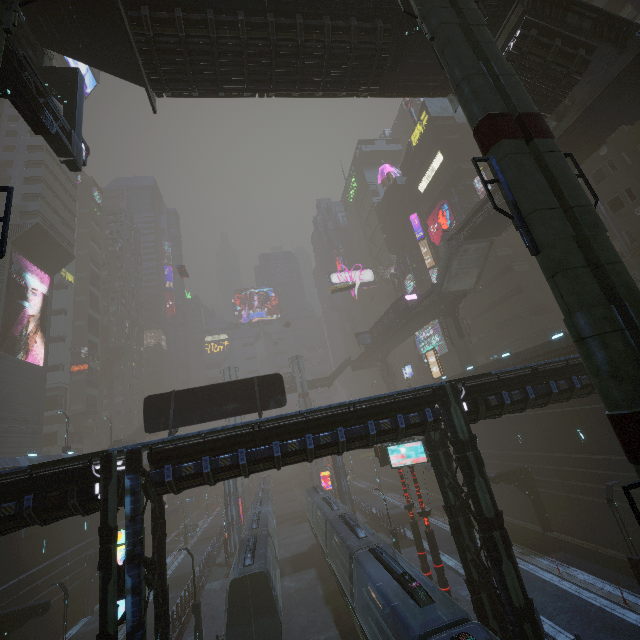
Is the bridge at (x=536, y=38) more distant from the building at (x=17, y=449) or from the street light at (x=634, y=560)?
the street light at (x=634, y=560)

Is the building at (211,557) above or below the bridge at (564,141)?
below

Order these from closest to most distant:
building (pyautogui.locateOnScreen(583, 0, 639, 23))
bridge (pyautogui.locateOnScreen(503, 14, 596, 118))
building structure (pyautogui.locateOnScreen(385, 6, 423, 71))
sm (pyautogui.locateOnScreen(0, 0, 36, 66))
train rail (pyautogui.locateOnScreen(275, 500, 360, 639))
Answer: sm (pyautogui.locateOnScreen(0, 0, 36, 66)) → building structure (pyautogui.locateOnScreen(385, 6, 423, 71)) → bridge (pyautogui.locateOnScreen(503, 14, 596, 118)) → train rail (pyautogui.locateOnScreen(275, 500, 360, 639)) → building (pyautogui.locateOnScreen(583, 0, 639, 23))

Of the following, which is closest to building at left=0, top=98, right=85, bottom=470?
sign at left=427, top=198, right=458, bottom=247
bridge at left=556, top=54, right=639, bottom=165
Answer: sign at left=427, top=198, right=458, bottom=247

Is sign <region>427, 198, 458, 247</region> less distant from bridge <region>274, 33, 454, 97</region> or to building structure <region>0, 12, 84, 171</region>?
bridge <region>274, 33, 454, 97</region>

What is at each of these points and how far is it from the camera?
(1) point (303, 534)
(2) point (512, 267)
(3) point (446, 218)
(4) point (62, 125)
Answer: (1) train rail, 42.44m
(2) building, 40.59m
(3) sign, 47.38m
(4) building structure, 14.07m

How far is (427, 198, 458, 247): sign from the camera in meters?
46.2 m

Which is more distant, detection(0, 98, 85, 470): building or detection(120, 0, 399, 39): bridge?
detection(0, 98, 85, 470): building
